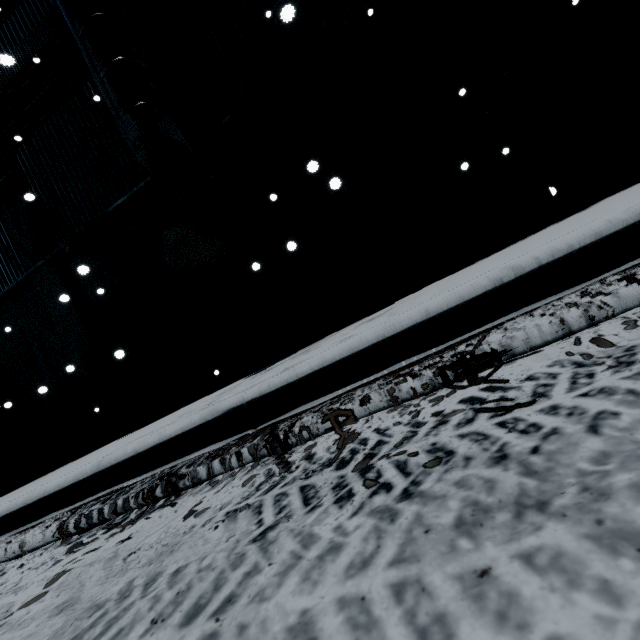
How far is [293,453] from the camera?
1.4m
